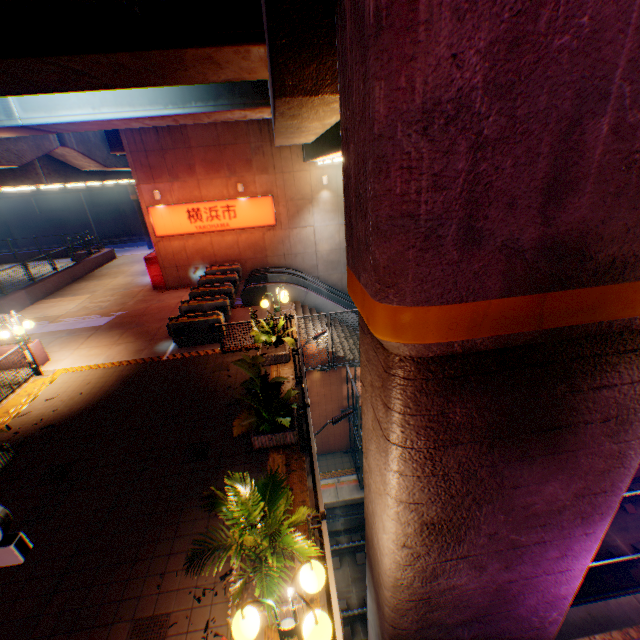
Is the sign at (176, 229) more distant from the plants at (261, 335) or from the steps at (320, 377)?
the plants at (261, 335)

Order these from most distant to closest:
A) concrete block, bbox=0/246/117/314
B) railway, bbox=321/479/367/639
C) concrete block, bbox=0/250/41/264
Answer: concrete block, bbox=0/250/41/264
concrete block, bbox=0/246/117/314
railway, bbox=321/479/367/639

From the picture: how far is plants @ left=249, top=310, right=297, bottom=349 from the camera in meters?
10.5

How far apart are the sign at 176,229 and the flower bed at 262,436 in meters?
12.6

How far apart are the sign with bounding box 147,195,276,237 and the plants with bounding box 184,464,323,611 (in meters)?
15.20

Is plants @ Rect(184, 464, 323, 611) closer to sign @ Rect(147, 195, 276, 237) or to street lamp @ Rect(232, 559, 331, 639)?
street lamp @ Rect(232, 559, 331, 639)

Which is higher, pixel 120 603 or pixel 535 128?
pixel 535 128

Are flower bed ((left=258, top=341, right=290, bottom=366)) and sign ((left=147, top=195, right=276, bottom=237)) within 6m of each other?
no
